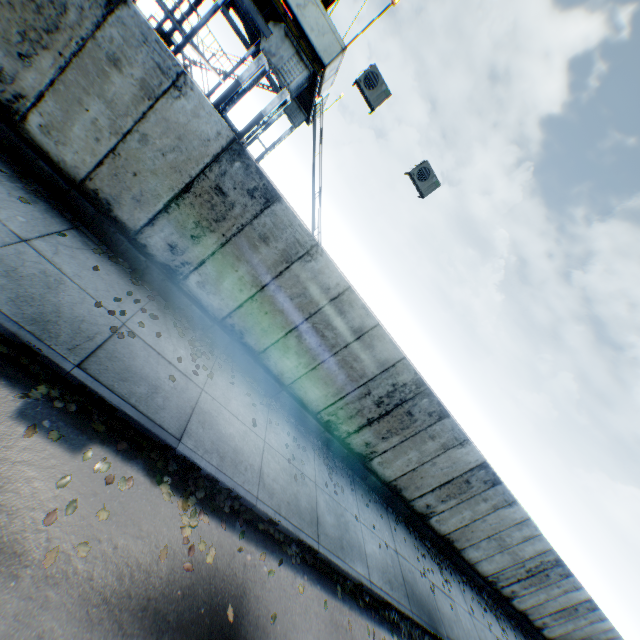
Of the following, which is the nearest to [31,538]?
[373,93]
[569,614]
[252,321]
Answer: [252,321]

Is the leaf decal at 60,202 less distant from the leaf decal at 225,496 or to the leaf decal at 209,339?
the leaf decal at 209,339

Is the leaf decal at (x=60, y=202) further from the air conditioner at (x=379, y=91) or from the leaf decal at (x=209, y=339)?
the air conditioner at (x=379, y=91)

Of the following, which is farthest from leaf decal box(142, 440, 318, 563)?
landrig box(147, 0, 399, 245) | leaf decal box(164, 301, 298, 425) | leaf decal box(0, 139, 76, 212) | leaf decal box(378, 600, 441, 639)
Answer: landrig box(147, 0, 399, 245)

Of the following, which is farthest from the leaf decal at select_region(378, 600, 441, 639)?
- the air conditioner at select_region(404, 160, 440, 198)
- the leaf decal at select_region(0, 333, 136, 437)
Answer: the air conditioner at select_region(404, 160, 440, 198)

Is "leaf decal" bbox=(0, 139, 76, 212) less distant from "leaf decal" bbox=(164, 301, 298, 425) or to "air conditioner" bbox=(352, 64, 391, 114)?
"leaf decal" bbox=(164, 301, 298, 425)

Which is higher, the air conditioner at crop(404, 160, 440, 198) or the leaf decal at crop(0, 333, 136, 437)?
the air conditioner at crop(404, 160, 440, 198)

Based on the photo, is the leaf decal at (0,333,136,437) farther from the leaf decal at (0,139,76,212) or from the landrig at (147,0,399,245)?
the landrig at (147,0,399,245)
